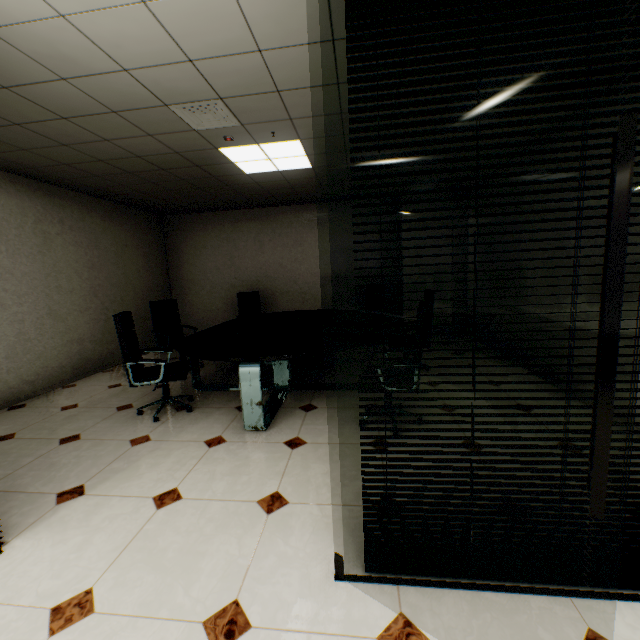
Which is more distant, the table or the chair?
Answer: the chair

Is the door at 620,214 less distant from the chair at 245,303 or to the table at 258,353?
the table at 258,353

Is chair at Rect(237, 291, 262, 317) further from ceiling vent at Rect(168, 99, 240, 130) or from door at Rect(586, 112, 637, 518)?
door at Rect(586, 112, 637, 518)

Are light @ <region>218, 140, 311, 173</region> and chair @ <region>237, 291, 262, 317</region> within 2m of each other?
no

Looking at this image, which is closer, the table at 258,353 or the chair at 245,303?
the table at 258,353

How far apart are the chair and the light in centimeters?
259cm

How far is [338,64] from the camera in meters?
2.4 m

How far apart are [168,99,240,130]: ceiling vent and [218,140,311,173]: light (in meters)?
0.53
